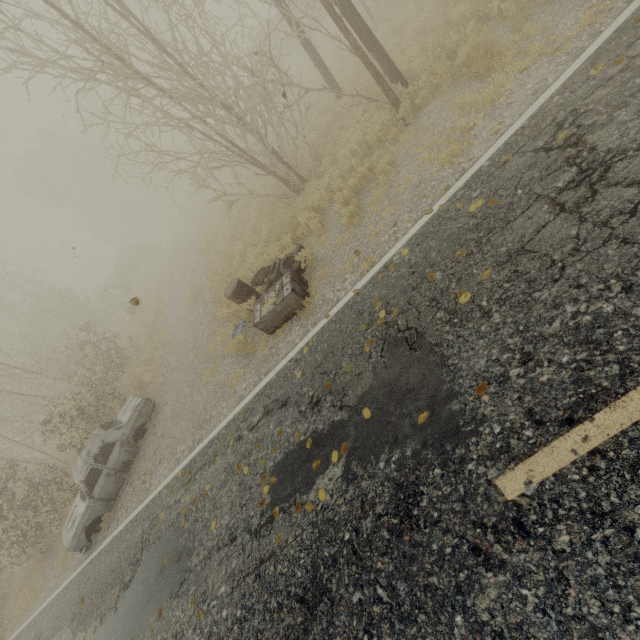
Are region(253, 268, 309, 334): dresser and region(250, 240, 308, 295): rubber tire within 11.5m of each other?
yes

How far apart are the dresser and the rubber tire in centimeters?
15cm

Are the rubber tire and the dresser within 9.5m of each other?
yes

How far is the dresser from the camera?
6.62m

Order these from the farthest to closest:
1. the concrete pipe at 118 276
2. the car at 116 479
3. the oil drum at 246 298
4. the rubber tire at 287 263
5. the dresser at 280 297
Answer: the concrete pipe at 118 276
the car at 116 479
the oil drum at 246 298
the rubber tire at 287 263
the dresser at 280 297

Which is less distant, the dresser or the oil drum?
the dresser

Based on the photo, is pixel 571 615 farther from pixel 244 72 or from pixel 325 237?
pixel 244 72

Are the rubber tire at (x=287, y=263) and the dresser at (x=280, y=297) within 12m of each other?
yes
